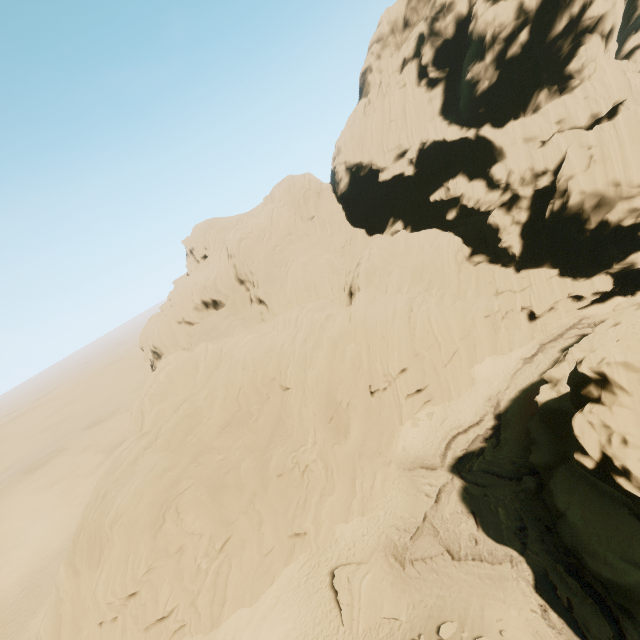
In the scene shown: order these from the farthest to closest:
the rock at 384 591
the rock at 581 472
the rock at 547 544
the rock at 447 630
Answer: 1. the rock at 384 591
2. the rock at 547 544
3. the rock at 447 630
4. the rock at 581 472

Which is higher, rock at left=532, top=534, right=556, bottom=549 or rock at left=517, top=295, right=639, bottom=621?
rock at left=517, top=295, right=639, bottom=621

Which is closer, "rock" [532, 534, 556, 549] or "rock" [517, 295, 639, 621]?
"rock" [517, 295, 639, 621]

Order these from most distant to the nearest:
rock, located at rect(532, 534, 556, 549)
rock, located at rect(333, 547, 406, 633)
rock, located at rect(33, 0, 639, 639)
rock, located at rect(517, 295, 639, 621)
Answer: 1. rock, located at rect(33, 0, 639, 639)
2. rock, located at rect(333, 547, 406, 633)
3. rock, located at rect(532, 534, 556, 549)
4. rock, located at rect(517, 295, 639, 621)

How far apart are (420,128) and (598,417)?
40.3 meters

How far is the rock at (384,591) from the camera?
19.3m
